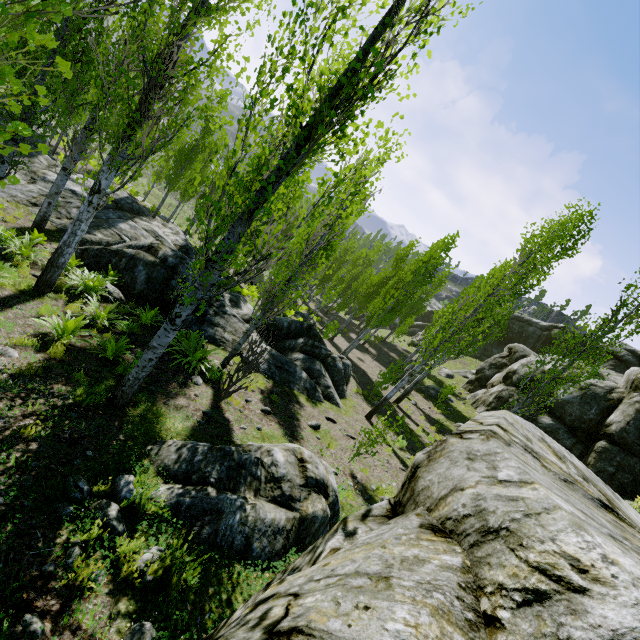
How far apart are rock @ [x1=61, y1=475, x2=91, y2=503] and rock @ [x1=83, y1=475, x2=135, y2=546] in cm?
9

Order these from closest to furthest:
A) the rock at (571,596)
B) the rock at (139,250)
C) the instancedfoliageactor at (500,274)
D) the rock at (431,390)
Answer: the rock at (571,596) → the instancedfoliageactor at (500,274) → the rock at (139,250) → the rock at (431,390)

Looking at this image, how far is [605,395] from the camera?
16.8 meters

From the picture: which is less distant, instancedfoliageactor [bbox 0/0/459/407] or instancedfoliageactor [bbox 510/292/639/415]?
instancedfoliageactor [bbox 0/0/459/407]

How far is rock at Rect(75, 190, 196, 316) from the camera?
11.5 meters

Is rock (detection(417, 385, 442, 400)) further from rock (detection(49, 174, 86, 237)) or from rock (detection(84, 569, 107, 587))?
rock (detection(49, 174, 86, 237))

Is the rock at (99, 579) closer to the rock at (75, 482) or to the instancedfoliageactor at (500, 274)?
the instancedfoliageactor at (500, 274)

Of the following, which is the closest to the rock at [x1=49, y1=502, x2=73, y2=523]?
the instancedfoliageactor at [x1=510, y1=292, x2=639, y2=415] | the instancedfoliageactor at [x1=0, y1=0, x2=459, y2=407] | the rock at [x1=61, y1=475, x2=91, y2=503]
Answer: the instancedfoliageactor at [x1=0, y1=0, x2=459, y2=407]
